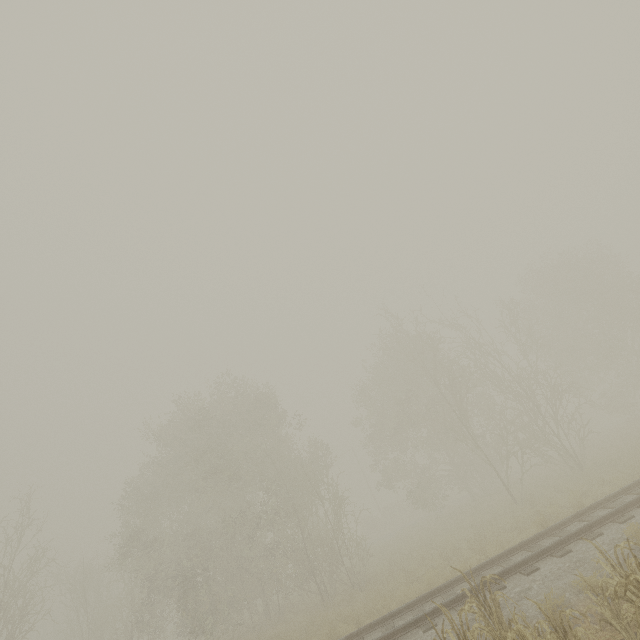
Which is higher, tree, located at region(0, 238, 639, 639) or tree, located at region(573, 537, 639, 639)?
tree, located at region(0, 238, 639, 639)

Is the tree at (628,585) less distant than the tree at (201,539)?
Yes

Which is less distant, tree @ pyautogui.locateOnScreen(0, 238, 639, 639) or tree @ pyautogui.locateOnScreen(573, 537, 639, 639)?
tree @ pyautogui.locateOnScreen(573, 537, 639, 639)

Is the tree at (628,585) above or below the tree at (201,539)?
below

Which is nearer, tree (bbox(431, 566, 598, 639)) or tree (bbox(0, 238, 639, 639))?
tree (bbox(431, 566, 598, 639))

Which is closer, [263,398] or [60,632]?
[263,398]

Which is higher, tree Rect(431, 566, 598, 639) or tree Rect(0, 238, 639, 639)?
tree Rect(0, 238, 639, 639)
